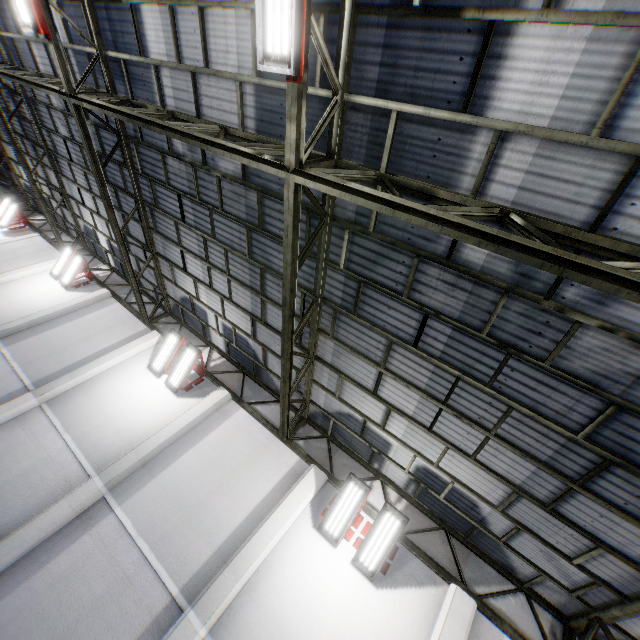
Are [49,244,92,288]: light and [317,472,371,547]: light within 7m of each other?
no

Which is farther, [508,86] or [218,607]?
[218,607]

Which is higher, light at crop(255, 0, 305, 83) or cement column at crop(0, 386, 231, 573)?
light at crop(255, 0, 305, 83)

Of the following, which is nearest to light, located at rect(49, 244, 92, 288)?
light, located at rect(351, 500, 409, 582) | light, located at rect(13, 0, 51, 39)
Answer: light, located at rect(13, 0, 51, 39)

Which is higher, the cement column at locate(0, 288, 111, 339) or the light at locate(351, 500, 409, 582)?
the light at locate(351, 500, 409, 582)

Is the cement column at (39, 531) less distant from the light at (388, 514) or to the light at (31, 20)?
the light at (388, 514)

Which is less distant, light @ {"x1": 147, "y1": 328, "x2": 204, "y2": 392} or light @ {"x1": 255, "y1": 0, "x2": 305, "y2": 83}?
light @ {"x1": 255, "y1": 0, "x2": 305, "y2": 83}

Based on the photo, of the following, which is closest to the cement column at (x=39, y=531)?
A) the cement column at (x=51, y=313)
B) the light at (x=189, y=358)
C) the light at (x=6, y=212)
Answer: the light at (x=189, y=358)
